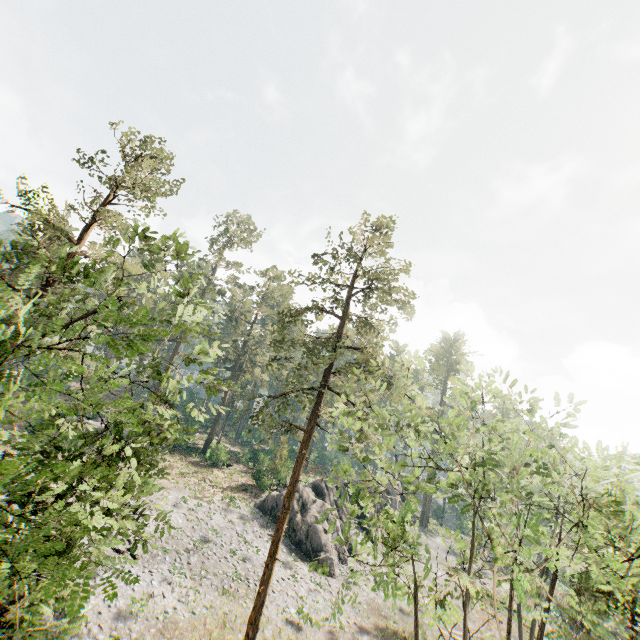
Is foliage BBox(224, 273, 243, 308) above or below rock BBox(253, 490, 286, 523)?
above

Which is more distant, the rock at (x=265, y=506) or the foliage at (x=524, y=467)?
the rock at (x=265, y=506)

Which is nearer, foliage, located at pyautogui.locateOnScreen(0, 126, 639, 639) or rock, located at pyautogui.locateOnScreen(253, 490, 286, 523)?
foliage, located at pyautogui.locateOnScreen(0, 126, 639, 639)

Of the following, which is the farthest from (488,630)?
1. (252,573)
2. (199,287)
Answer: (199,287)

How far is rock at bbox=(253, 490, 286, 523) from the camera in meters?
33.4 m

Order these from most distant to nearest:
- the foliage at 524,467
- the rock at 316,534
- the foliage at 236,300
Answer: the foliage at 236,300 < the rock at 316,534 < the foliage at 524,467
